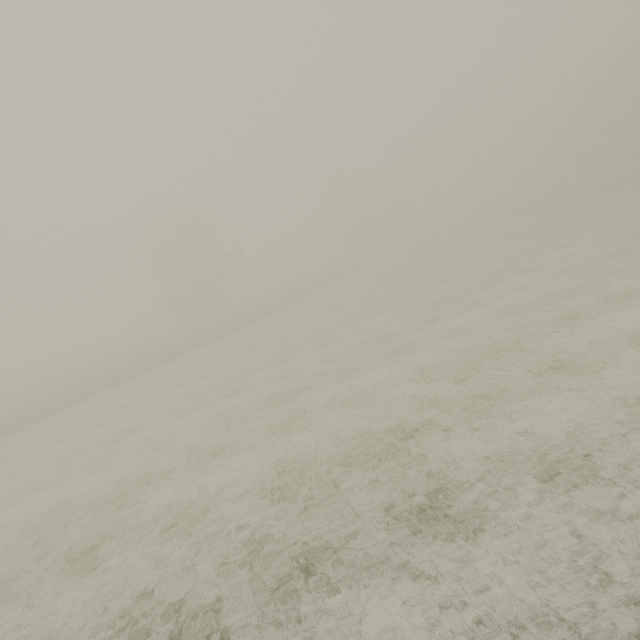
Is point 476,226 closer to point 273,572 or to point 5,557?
point 273,572
